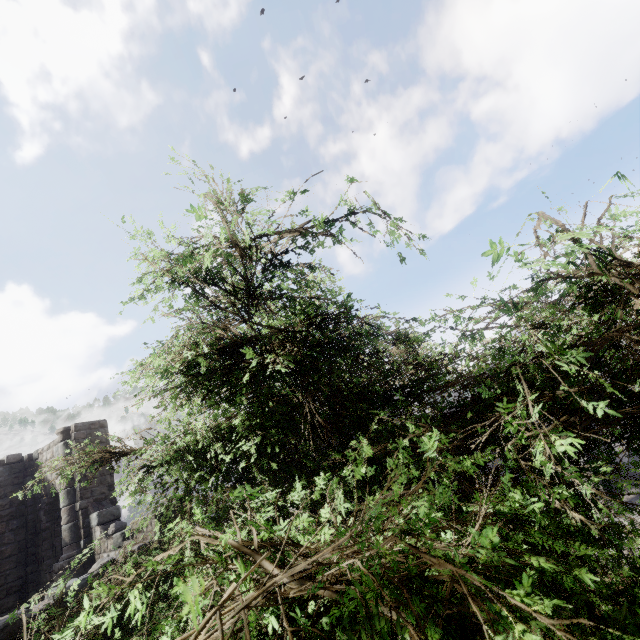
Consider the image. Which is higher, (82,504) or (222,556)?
(82,504)
